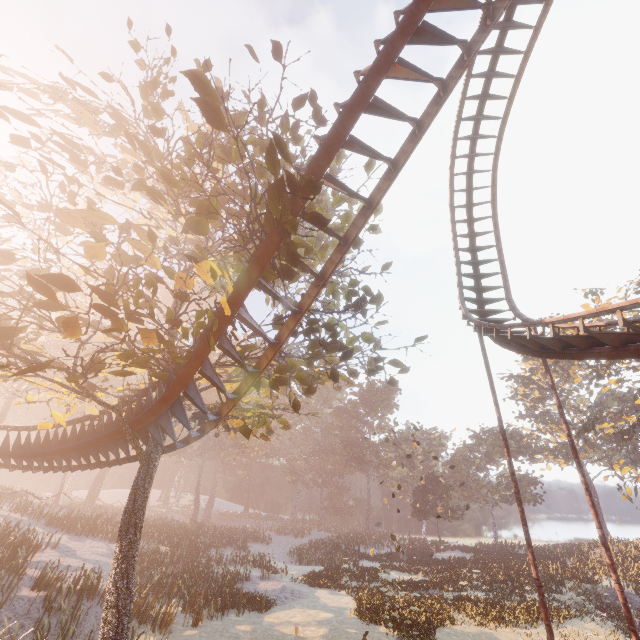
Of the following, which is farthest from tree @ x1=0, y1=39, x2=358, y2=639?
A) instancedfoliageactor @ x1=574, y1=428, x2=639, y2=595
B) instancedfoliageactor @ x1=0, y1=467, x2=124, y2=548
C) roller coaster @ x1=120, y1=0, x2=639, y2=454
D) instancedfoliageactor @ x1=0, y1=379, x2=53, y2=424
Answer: instancedfoliageactor @ x1=574, y1=428, x2=639, y2=595

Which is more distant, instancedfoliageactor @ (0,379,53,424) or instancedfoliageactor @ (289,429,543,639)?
instancedfoliageactor @ (0,379,53,424)

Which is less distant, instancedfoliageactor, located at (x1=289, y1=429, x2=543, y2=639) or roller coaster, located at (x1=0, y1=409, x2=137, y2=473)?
roller coaster, located at (x1=0, y1=409, x2=137, y2=473)

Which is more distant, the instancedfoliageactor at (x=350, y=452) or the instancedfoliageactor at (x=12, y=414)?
the instancedfoliageactor at (x=12, y=414)

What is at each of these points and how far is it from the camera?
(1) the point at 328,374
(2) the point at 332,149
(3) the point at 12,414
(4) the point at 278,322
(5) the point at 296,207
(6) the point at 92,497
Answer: (1) tree, 14.2m
(2) roller coaster, 6.5m
(3) instancedfoliageactor, 54.7m
(4) tree, 9.2m
(5) roller coaster, 6.7m
(6) instancedfoliageactor, 45.5m

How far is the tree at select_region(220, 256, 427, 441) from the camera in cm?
848

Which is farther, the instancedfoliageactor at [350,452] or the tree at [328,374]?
the instancedfoliageactor at [350,452]

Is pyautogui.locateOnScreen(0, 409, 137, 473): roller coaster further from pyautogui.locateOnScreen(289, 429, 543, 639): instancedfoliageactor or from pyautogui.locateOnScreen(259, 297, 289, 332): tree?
pyautogui.locateOnScreen(289, 429, 543, 639): instancedfoliageactor
